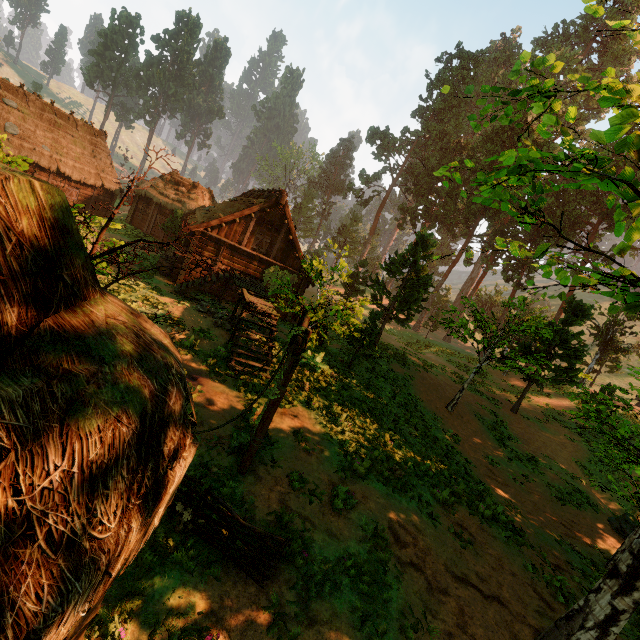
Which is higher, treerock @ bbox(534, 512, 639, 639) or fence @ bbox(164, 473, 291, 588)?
treerock @ bbox(534, 512, 639, 639)

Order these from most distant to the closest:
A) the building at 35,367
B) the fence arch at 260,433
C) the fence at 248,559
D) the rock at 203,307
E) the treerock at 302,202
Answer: the treerock at 302,202
the rock at 203,307
the fence arch at 260,433
the fence at 248,559
the building at 35,367

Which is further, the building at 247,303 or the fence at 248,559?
the building at 247,303

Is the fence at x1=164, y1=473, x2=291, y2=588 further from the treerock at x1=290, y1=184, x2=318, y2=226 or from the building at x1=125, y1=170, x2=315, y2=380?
the building at x1=125, y1=170, x2=315, y2=380

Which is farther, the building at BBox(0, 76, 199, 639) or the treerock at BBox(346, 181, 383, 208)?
the treerock at BBox(346, 181, 383, 208)

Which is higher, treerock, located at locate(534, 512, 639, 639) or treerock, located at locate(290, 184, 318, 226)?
treerock, located at locate(290, 184, 318, 226)

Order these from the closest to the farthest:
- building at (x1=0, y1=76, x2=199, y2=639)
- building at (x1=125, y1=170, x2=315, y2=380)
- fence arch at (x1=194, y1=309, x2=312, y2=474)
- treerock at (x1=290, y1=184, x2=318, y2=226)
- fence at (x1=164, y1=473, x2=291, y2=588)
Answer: building at (x1=0, y1=76, x2=199, y2=639) → fence at (x1=164, y1=473, x2=291, y2=588) → fence arch at (x1=194, y1=309, x2=312, y2=474) → building at (x1=125, y1=170, x2=315, y2=380) → treerock at (x1=290, y1=184, x2=318, y2=226)

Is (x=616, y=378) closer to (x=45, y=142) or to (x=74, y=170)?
(x=74, y=170)
